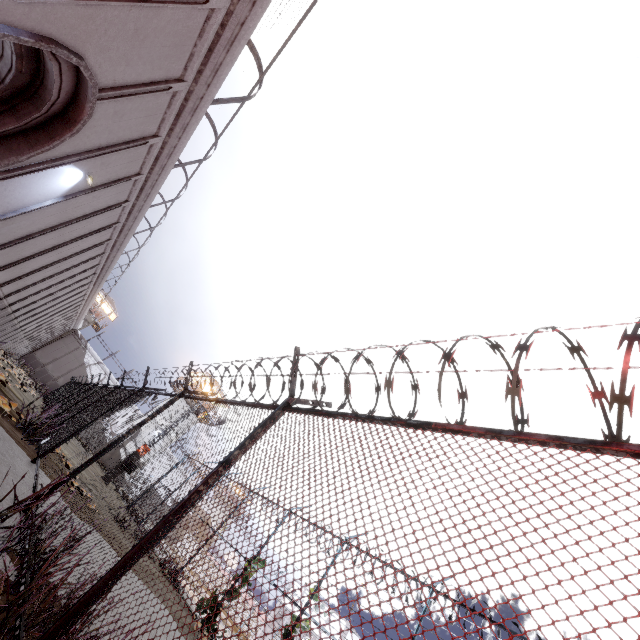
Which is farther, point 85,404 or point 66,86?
point 85,404

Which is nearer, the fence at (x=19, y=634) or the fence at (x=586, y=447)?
the fence at (x=586, y=447)

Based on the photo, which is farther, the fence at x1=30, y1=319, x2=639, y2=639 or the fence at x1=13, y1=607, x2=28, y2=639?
the fence at x1=13, y1=607, x2=28, y2=639

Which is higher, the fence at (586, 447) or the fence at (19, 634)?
the fence at (586, 447)

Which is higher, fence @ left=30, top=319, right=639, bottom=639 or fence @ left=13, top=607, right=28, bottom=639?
fence @ left=30, top=319, right=639, bottom=639
